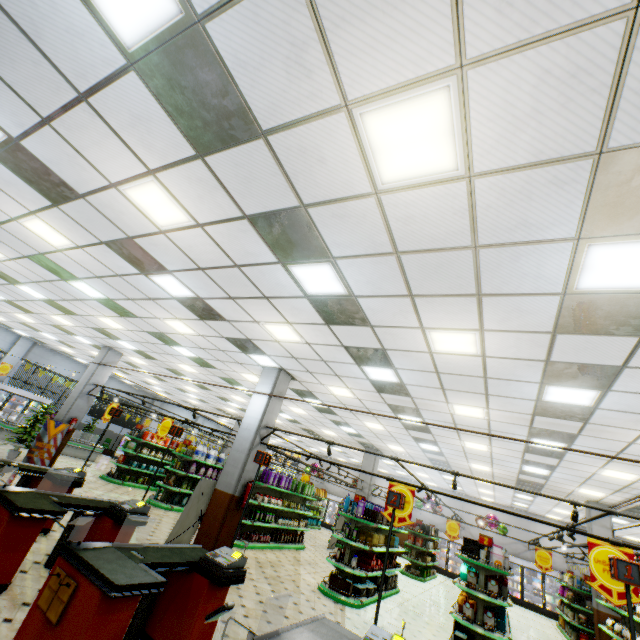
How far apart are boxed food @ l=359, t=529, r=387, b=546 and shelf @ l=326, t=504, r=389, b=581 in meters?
0.1

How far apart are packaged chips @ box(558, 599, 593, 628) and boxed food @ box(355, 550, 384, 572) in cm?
1018

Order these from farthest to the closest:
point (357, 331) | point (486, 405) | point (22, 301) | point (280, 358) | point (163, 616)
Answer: point (22, 301), point (280, 358), point (486, 405), point (357, 331), point (163, 616)

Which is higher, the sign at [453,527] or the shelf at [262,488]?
the sign at [453,527]

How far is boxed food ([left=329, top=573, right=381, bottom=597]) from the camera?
8.4 meters

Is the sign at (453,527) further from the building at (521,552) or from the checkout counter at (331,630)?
the checkout counter at (331,630)

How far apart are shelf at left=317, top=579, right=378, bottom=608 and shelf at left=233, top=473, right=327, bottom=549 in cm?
270

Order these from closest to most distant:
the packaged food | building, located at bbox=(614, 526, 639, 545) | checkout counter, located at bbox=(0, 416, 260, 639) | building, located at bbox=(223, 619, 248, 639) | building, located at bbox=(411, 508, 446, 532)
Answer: checkout counter, located at bbox=(0, 416, 260, 639) → building, located at bbox=(223, 619, 248, 639) → the packaged food → building, located at bbox=(614, 526, 639, 545) → building, located at bbox=(411, 508, 446, 532)
